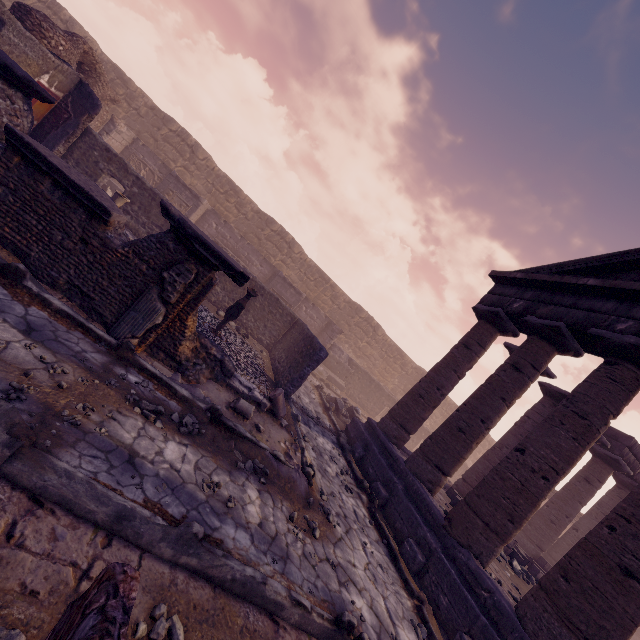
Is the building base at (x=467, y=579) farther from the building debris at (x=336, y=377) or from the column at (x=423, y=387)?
the building debris at (x=336, y=377)

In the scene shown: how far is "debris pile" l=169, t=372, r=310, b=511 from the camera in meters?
5.5

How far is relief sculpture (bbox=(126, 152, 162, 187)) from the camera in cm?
1603

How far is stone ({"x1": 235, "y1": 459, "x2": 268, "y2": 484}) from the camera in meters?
5.1

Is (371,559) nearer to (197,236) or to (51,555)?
(51,555)

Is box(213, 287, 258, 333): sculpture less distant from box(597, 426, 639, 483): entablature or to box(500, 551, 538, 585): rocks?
box(597, 426, 639, 483): entablature

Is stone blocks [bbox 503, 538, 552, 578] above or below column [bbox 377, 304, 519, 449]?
below

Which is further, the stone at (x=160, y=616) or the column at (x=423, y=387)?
the column at (x=423, y=387)
